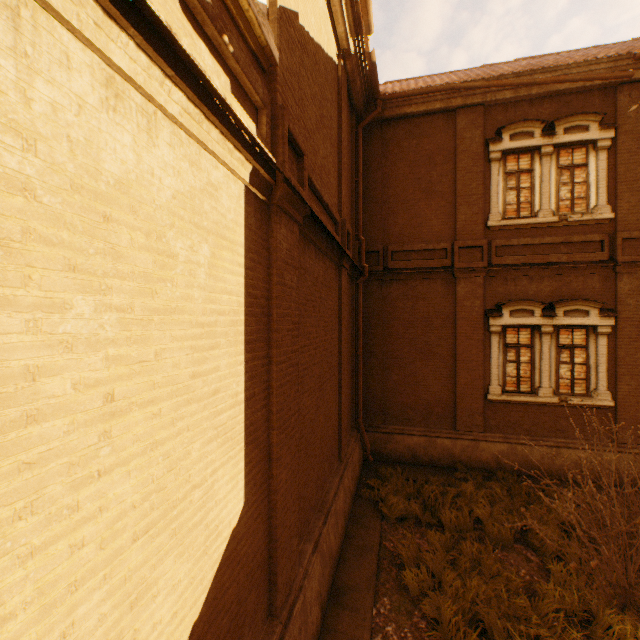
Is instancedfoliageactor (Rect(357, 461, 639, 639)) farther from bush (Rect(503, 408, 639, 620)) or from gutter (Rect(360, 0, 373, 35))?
gutter (Rect(360, 0, 373, 35))

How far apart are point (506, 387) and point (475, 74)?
9.2m

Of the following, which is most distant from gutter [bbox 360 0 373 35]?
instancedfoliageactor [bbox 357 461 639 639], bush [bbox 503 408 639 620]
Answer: instancedfoliageactor [bbox 357 461 639 639]

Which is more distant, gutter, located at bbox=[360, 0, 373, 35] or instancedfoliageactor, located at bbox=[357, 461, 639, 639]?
gutter, located at bbox=[360, 0, 373, 35]

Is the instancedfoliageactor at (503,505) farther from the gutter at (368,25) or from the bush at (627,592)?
the gutter at (368,25)
